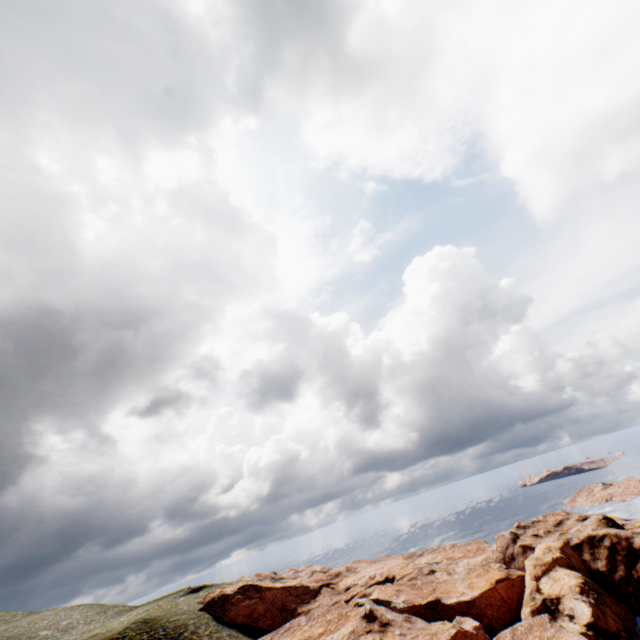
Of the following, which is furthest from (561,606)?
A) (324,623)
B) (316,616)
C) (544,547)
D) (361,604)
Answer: (316,616)
